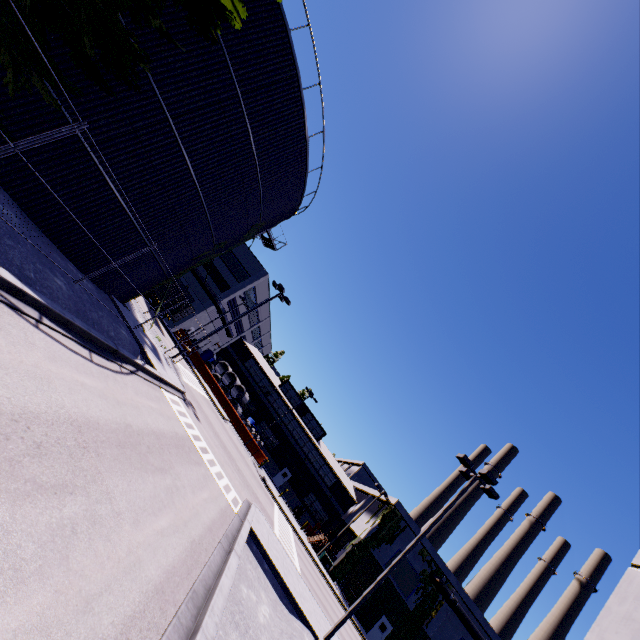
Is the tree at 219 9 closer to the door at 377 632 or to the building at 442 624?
the building at 442 624

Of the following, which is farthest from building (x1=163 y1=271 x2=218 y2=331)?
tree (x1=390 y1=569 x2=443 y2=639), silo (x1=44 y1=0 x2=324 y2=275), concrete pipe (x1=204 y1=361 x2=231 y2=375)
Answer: concrete pipe (x1=204 y1=361 x2=231 y2=375)

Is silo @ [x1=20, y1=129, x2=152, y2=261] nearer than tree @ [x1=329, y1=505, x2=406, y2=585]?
Yes

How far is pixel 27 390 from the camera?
5.32m

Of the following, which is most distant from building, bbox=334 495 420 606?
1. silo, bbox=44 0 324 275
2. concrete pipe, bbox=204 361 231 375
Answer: concrete pipe, bbox=204 361 231 375

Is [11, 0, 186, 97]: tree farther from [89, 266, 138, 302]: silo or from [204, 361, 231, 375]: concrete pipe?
[204, 361, 231, 375]: concrete pipe

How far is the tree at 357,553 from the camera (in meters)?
33.97

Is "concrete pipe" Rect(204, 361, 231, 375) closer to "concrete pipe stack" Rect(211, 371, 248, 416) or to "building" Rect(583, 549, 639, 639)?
"concrete pipe stack" Rect(211, 371, 248, 416)
